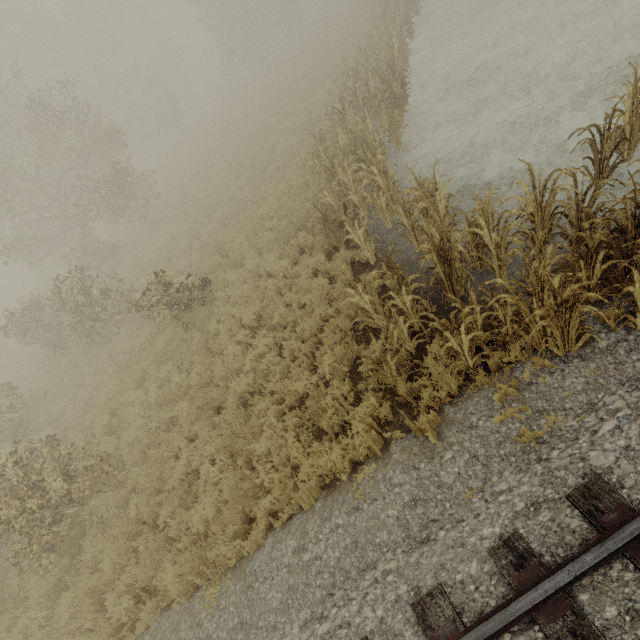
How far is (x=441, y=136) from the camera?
10.5 meters

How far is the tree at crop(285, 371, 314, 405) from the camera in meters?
6.4

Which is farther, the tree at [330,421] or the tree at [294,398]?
the tree at [294,398]

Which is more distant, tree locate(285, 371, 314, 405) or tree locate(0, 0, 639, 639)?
tree locate(285, 371, 314, 405)
